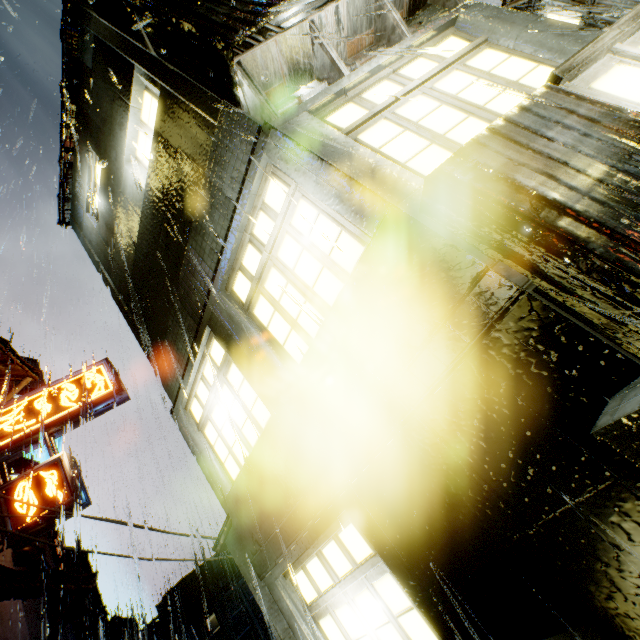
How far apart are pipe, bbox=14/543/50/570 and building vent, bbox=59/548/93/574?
25.8m

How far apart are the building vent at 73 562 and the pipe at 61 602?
25.8m

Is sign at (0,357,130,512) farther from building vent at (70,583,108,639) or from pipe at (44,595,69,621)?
building vent at (70,583,108,639)

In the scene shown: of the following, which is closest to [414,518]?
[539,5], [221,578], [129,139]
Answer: [129,139]

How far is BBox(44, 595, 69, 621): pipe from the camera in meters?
11.8 m

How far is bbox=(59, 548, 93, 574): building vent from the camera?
31.5m

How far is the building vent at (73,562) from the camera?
31.5m
